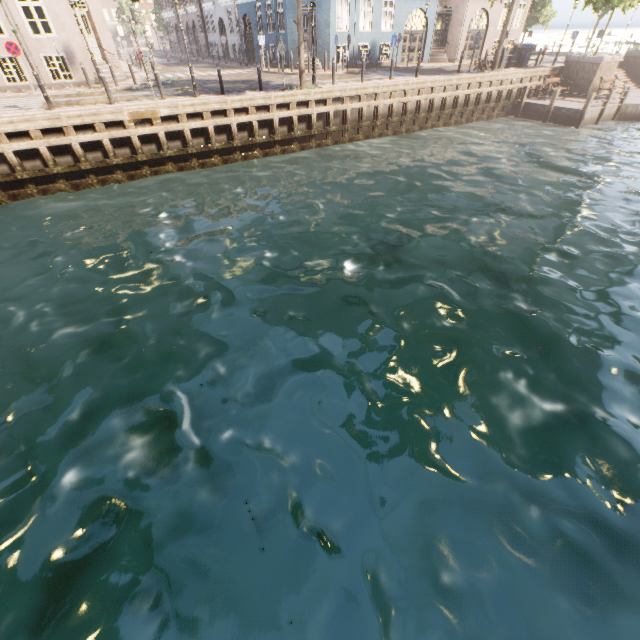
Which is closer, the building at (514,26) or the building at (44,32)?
the building at (44,32)

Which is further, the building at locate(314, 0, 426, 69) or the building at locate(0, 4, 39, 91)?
the building at locate(314, 0, 426, 69)

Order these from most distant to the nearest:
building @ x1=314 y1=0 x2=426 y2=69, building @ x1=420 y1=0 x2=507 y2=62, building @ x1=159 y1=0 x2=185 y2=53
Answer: building @ x1=159 y1=0 x2=185 y2=53 < building @ x1=420 y1=0 x2=507 y2=62 < building @ x1=314 y1=0 x2=426 y2=69

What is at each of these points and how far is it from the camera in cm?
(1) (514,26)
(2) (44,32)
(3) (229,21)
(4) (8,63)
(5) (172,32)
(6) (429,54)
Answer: (1) building, 3073
(2) building, 1619
(3) building, 3138
(4) building, 1619
(5) building, 4853
(6) building, 2709

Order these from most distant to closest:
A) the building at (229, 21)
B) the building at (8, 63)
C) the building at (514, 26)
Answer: the building at (514, 26)
the building at (229, 21)
the building at (8, 63)

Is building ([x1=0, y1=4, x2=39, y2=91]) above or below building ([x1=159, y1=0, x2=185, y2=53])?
below
